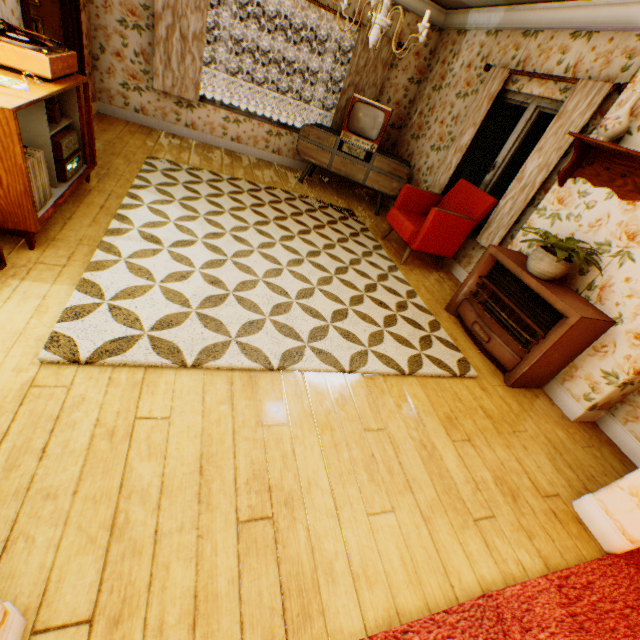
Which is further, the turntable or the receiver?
the receiver

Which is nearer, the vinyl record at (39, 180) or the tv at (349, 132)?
the vinyl record at (39, 180)

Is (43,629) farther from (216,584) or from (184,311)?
(184,311)

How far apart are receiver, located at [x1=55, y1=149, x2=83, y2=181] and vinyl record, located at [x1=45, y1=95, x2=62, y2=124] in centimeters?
31cm

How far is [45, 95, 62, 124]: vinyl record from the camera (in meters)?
2.73

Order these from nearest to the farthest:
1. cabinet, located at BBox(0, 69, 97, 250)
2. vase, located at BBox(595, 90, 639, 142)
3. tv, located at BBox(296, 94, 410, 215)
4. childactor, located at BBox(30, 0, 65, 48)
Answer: cabinet, located at BBox(0, 69, 97, 250)
vase, located at BBox(595, 90, 639, 142)
childactor, located at BBox(30, 0, 65, 48)
tv, located at BBox(296, 94, 410, 215)

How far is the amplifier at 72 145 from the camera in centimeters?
273cm

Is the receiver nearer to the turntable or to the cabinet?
the cabinet
